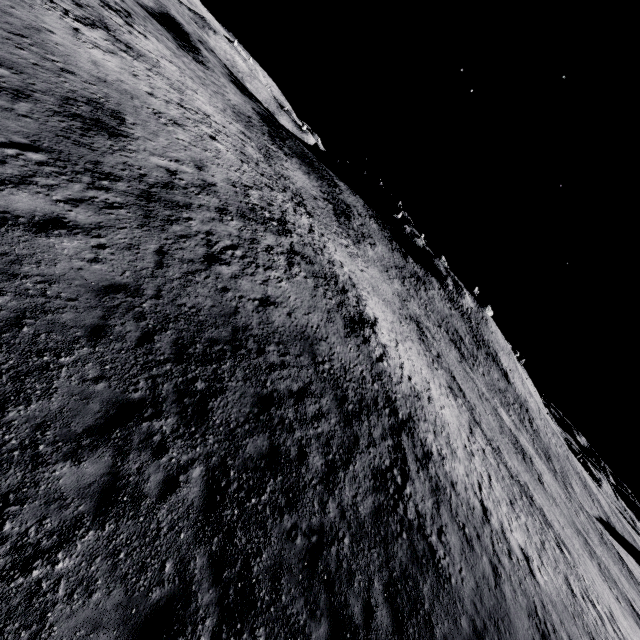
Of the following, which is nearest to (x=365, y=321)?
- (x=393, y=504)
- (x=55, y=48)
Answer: (x=393, y=504)
